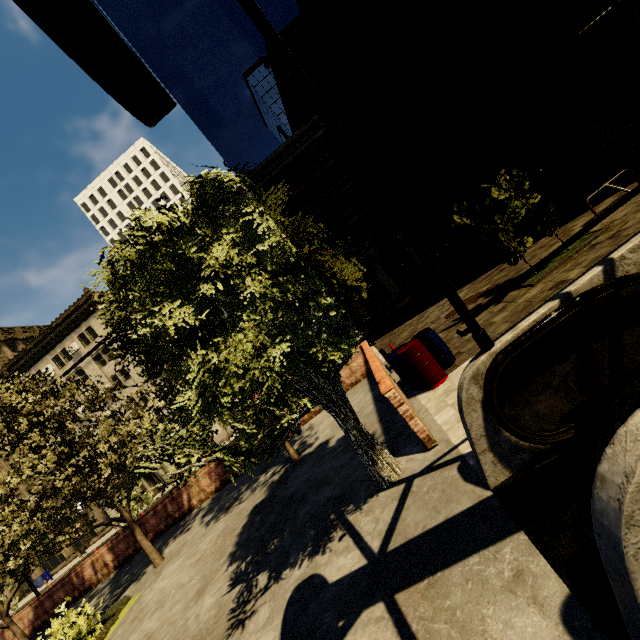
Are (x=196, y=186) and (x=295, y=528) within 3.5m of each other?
no

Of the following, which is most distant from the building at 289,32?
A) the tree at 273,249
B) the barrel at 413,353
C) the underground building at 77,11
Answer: the underground building at 77,11

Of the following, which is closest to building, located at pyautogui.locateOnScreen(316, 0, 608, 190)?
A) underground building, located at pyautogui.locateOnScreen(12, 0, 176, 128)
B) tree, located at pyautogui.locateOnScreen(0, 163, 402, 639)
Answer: tree, located at pyautogui.locateOnScreen(0, 163, 402, 639)

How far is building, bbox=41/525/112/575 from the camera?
36.5m

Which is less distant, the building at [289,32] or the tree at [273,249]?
the tree at [273,249]

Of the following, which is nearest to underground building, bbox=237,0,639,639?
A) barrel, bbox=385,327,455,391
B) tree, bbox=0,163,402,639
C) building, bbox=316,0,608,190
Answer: tree, bbox=0,163,402,639

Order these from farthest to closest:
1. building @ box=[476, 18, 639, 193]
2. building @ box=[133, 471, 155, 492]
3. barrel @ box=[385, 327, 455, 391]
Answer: building @ box=[133, 471, 155, 492], building @ box=[476, 18, 639, 193], barrel @ box=[385, 327, 455, 391]
